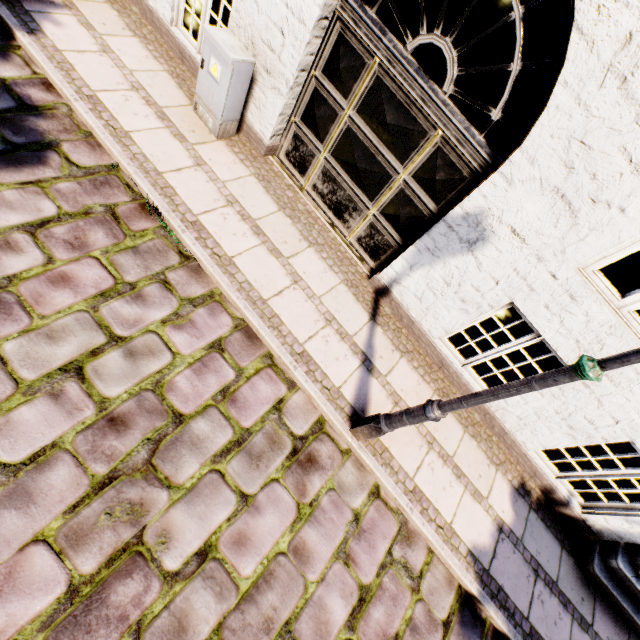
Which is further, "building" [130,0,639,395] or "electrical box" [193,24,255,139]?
"electrical box" [193,24,255,139]

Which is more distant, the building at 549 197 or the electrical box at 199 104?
the electrical box at 199 104

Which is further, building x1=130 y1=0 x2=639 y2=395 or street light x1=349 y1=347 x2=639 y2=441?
building x1=130 y1=0 x2=639 y2=395

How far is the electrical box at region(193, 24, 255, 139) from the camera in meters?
3.7

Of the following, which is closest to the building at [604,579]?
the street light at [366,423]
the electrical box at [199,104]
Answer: the electrical box at [199,104]

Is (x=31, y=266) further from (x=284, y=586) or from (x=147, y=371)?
(x=284, y=586)

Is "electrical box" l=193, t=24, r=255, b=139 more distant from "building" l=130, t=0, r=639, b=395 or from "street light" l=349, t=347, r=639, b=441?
"street light" l=349, t=347, r=639, b=441

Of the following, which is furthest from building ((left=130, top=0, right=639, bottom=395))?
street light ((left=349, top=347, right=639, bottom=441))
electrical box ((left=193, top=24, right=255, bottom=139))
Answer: street light ((left=349, top=347, right=639, bottom=441))
